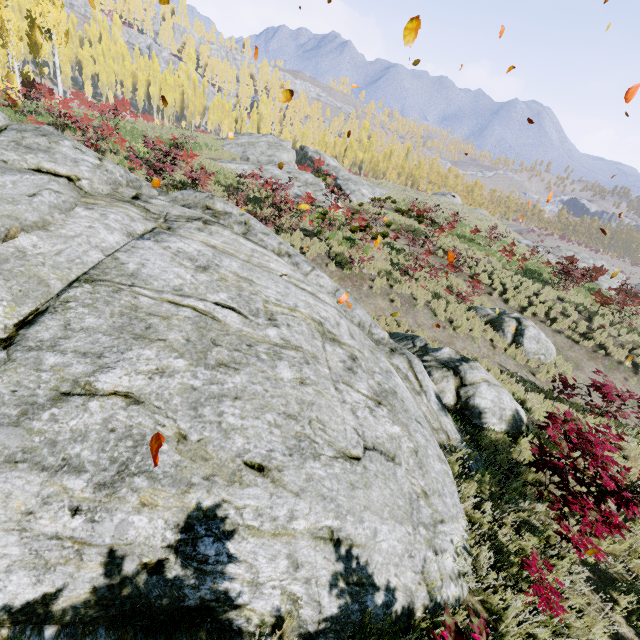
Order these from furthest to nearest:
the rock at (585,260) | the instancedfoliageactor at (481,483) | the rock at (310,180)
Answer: the rock at (585,260), the rock at (310,180), the instancedfoliageactor at (481,483)

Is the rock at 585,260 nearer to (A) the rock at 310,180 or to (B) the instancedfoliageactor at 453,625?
(B) the instancedfoliageactor at 453,625

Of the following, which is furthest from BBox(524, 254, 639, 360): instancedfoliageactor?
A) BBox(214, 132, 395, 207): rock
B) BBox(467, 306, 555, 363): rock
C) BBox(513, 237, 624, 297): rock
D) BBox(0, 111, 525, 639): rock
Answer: BBox(214, 132, 395, 207): rock

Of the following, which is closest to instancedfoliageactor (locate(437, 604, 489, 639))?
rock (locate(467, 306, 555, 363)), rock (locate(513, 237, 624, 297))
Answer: rock (locate(467, 306, 555, 363))

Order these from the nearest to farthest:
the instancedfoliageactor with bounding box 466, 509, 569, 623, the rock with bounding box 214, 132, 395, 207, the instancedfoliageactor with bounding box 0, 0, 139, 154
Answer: the instancedfoliageactor with bounding box 466, 509, 569, 623, the instancedfoliageactor with bounding box 0, 0, 139, 154, the rock with bounding box 214, 132, 395, 207

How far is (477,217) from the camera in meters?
50.3

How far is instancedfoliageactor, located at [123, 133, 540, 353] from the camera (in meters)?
13.02

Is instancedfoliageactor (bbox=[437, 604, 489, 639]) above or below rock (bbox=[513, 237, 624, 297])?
above
